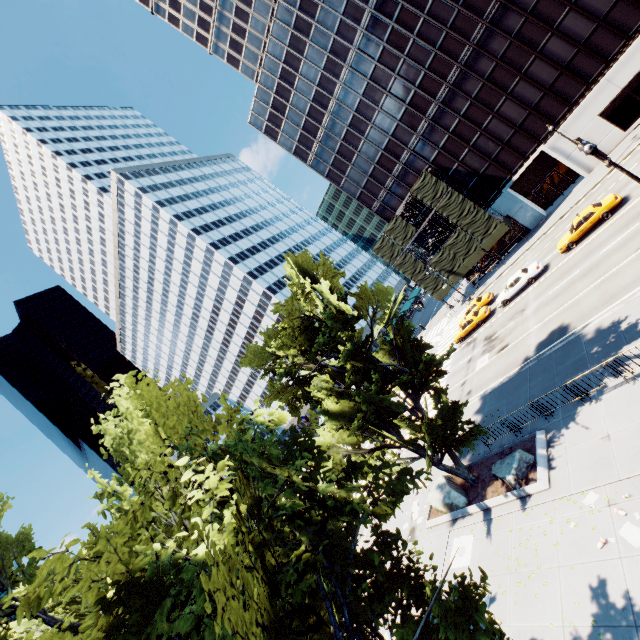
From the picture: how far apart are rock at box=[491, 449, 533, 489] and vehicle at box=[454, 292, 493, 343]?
19.89m

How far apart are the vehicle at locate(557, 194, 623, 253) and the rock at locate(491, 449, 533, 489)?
20.1 meters

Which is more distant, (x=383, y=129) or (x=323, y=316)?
(x=383, y=129)

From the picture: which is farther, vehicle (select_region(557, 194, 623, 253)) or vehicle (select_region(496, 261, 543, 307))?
vehicle (select_region(496, 261, 543, 307))

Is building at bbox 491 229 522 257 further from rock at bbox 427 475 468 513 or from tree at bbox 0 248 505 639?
rock at bbox 427 475 468 513

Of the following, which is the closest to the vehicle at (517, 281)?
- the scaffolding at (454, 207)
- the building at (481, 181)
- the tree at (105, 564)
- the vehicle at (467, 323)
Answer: the vehicle at (467, 323)

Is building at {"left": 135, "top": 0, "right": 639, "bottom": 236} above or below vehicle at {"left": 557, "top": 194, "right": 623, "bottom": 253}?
above

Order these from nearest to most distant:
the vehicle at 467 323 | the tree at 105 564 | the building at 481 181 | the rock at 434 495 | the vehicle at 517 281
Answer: the tree at 105 564 → the rock at 434 495 → the vehicle at 517 281 → the building at 481 181 → the vehicle at 467 323
